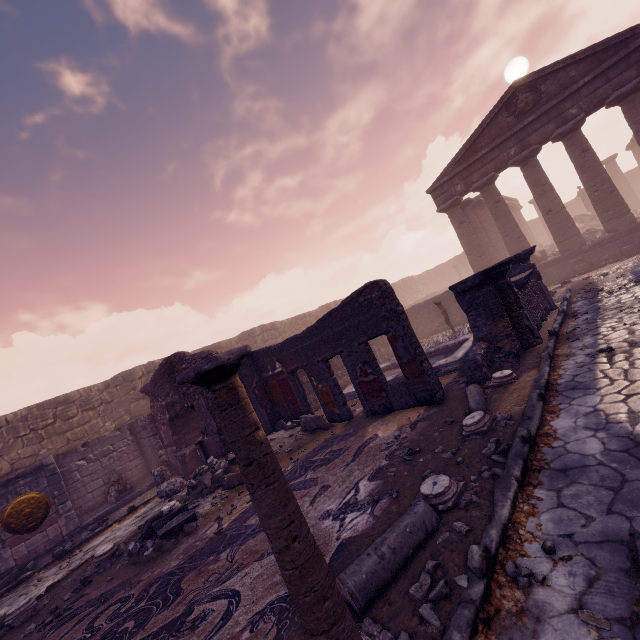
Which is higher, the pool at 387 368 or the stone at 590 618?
the pool at 387 368

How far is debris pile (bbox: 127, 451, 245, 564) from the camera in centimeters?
583cm

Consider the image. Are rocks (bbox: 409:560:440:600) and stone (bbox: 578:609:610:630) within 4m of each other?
yes

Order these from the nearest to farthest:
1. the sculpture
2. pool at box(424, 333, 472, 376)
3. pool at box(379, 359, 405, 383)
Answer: pool at box(424, 333, 472, 376) → pool at box(379, 359, 405, 383) → the sculpture

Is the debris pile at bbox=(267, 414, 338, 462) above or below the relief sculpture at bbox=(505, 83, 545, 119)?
below

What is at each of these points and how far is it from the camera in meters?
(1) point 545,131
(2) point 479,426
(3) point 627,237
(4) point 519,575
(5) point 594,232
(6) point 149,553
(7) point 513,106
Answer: (1) entablature, 15.3 m
(2) column base, 4.8 m
(3) building base, 14.3 m
(4) stone, 2.5 m
(5) debris pile, 18.9 m
(6) debris pile, 5.7 m
(7) relief sculpture, 15.9 m

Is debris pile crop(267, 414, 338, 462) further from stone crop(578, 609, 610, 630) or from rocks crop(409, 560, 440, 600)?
stone crop(578, 609, 610, 630)

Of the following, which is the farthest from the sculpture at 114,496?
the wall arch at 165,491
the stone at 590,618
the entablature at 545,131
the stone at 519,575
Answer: the entablature at 545,131
